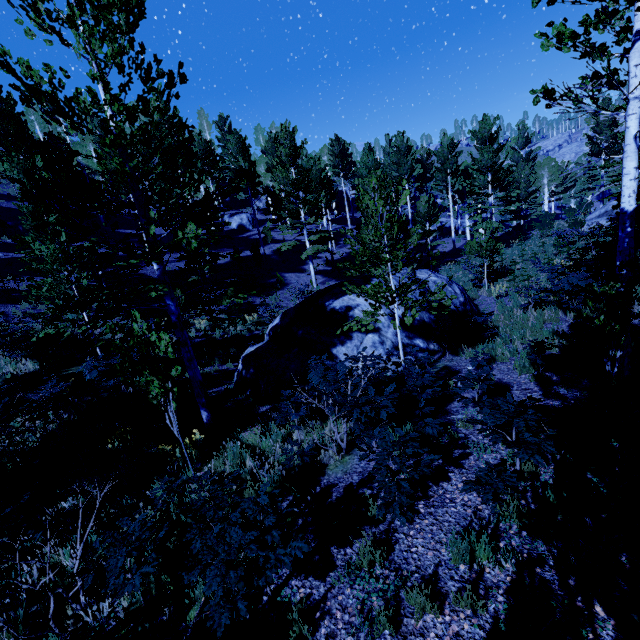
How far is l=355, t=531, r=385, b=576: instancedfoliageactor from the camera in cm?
381

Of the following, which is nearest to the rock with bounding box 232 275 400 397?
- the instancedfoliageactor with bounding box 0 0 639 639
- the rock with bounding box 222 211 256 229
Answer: the instancedfoliageactor with bounding box 0 0 639 639

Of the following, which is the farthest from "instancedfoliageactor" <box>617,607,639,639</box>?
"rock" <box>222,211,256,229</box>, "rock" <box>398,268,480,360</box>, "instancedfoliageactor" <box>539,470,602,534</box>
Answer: "rock" <box>222,211,256,229</box>

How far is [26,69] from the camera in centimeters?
536cm

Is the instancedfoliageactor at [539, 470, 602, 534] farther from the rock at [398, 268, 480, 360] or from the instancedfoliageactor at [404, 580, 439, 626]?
the rock at [398, 268, 480, 360]

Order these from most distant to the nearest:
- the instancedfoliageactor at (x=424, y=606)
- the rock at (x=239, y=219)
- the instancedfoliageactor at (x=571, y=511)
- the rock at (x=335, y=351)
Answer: the rock at (x=239, y=219), the rock at (x=335, y=351), the instancedfoliageactor at (x=571, y=511), the instancedfoliageactor at (x=424, y=606)

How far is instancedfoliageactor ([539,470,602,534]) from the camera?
3.72m

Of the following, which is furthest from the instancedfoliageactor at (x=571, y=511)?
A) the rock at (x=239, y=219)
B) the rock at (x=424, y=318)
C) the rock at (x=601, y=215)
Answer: the rock at (x=239, y=219)
